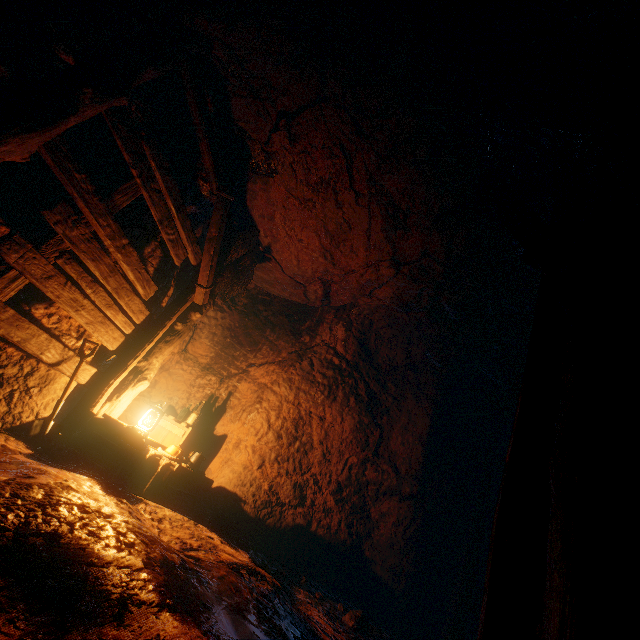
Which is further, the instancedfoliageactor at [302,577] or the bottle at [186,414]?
the bottle at [186,414]

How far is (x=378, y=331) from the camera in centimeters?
682cm

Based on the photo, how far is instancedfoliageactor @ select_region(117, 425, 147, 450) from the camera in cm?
398

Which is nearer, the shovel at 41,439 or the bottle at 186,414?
the shovel at 41,439

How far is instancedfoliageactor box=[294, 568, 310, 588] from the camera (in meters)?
4.57

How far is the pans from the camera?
4.6 meters

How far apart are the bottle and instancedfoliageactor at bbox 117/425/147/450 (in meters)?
1.29

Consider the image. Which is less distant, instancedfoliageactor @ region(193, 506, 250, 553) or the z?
the z
